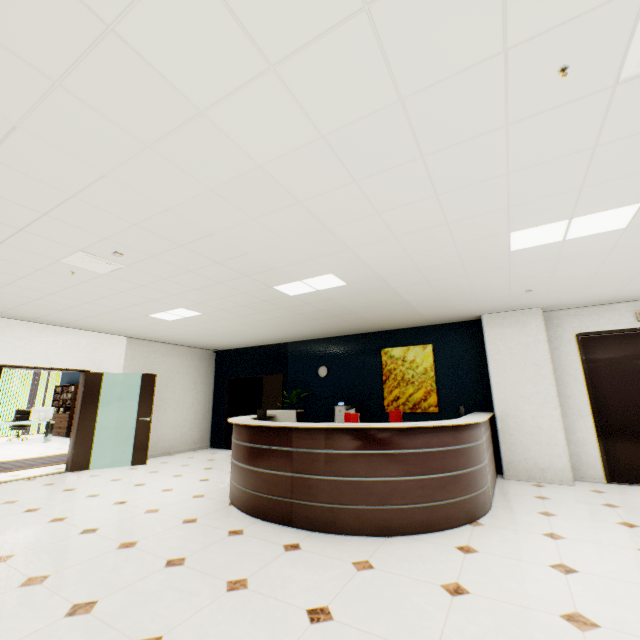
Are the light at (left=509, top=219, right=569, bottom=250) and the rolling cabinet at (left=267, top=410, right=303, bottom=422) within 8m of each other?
yes

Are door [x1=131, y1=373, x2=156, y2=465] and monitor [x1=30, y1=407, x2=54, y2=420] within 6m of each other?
no

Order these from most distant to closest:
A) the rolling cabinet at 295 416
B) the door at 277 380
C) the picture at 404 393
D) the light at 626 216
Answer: the door at 277 380, the picture at 404 393, the rolling cabinet at 295 416, the light at 626 216

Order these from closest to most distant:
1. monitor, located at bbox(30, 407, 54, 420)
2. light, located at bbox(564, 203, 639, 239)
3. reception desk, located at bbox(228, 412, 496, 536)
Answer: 1. light, located at bbox(564, 203, 639, 239)
2. reception desk, located at bbox(228, 412, 496, 536)
3. monitor, located at bbox(30, 407, 54, 420)

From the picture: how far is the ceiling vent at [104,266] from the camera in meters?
3.6 m

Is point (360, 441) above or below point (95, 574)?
above

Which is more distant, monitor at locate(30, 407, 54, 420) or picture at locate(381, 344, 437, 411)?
monitor at locate(30, 407, 54, 420)

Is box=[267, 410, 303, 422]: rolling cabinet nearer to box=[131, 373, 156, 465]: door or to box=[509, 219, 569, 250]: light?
box=[131, 373, 156, 465]: door
